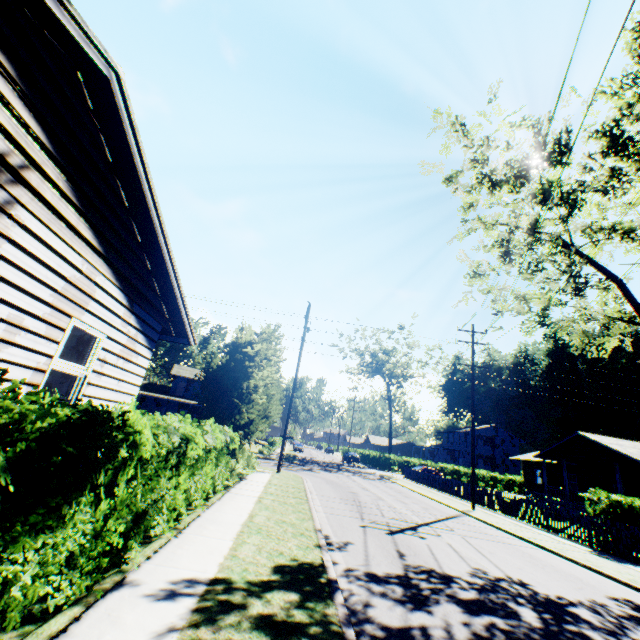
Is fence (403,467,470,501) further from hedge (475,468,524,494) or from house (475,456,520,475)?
house (475,456,520,475)

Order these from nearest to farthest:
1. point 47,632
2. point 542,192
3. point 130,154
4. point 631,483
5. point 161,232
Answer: point 47,632
point 130,154
point 161,232
point 542,192
point 631,483

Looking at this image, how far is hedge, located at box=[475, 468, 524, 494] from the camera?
47.2m

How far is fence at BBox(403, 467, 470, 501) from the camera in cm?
2418

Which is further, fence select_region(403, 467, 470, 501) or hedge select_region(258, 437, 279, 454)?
hedge select_region(258, 437, 279, 454)

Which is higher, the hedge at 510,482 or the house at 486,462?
the house at 486,462

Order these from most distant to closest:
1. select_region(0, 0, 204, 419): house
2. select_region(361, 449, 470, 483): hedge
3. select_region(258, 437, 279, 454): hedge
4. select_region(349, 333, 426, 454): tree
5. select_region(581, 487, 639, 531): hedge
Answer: select_region(349, 333, 426, 454): tree → select_region(361, 449, 470, 483): hedge → select_region(258, 437, 279, 454): hedge → select_region(581, 487, 639, 531): hedge → select_region(0, 0, 204, 419): house

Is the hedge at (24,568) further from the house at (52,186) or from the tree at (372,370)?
the tree at (372,370)
